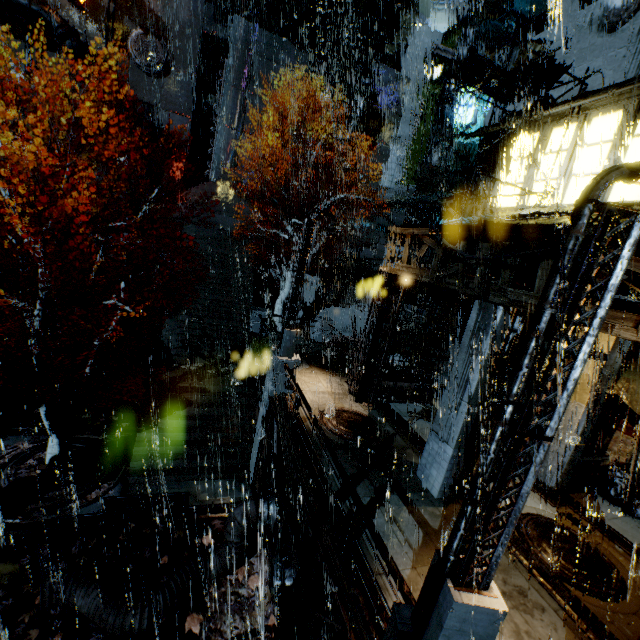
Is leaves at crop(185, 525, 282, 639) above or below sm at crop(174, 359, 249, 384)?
below

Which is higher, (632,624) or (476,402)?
(476,402)

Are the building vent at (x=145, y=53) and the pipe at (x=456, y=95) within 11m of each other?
no

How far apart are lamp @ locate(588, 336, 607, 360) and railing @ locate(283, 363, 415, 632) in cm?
687

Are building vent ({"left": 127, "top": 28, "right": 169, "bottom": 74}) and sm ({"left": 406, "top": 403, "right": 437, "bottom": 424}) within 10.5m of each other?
no

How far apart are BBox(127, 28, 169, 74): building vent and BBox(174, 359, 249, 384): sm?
24.3m

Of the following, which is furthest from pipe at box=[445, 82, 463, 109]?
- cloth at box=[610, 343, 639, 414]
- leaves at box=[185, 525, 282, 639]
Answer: leaves at box=[185, 525, 282, 639]

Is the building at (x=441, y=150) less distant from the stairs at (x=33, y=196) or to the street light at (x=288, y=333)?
the stairs at (x=33, y=196)
